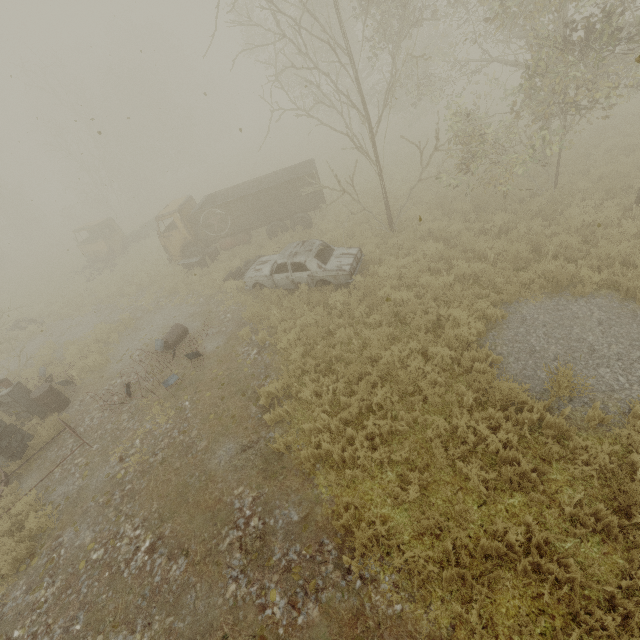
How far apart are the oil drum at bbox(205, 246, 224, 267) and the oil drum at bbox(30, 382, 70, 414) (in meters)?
7.87

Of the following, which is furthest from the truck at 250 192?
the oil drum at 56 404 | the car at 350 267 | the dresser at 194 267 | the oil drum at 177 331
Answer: the oil drum at 56 404

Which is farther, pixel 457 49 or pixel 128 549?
pixel 457 49

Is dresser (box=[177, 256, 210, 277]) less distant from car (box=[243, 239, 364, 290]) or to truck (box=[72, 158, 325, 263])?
truck (box=[72, 158, 325, 263])

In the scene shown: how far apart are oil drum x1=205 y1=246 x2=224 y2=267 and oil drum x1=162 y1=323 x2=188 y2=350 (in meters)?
4.87

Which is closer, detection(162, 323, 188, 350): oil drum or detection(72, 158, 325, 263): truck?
detection(162, 323, 188, 350): oil drum

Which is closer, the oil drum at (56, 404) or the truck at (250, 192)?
the oil drum at (56, 404)

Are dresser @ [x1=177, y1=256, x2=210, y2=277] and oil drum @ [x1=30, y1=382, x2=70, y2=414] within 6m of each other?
no
